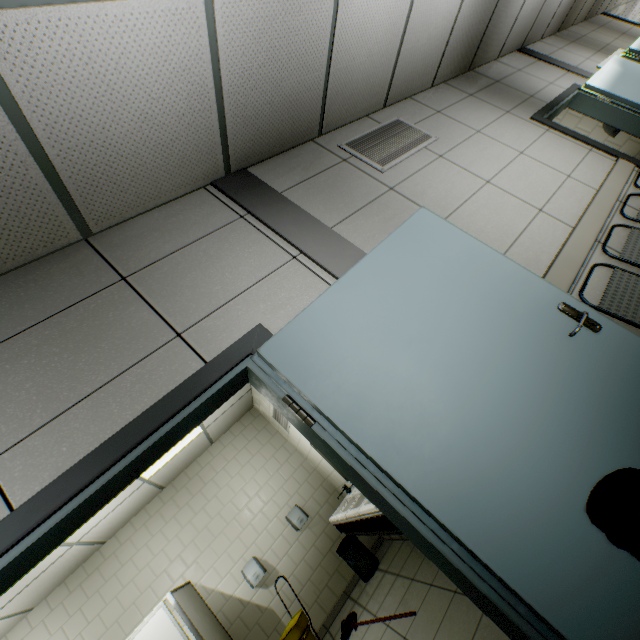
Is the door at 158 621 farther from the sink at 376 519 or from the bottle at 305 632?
the sink at 376 519

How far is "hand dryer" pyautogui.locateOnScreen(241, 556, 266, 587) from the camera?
4.8m

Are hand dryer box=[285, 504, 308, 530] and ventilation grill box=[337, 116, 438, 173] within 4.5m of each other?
no

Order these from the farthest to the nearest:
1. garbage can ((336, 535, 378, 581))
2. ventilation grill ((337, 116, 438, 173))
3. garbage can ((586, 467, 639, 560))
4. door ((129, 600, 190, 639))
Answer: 1. garbage can ((336, 535, 378, 581))
2. door ((129, 600, 190, 639))
3. ventilation grill ((337, 116, 438, 173))
4. garbage can ((586, 467, 639, 560))

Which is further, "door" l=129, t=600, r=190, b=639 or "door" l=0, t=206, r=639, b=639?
"door" l=129, t=600, r=190, b=639

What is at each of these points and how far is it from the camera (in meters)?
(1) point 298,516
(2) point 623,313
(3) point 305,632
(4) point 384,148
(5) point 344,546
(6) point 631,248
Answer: (1) hand dryer, 5.31
(2) chair, 1.96
(3) bottle, 3.98
(4) ventilation grill, 2.85
(5) garbage can, 4.88
(6) chair, 2.38

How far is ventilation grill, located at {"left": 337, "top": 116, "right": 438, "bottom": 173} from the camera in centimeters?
272cm

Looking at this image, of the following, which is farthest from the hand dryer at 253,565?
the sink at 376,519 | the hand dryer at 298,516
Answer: the sink at 376,519
